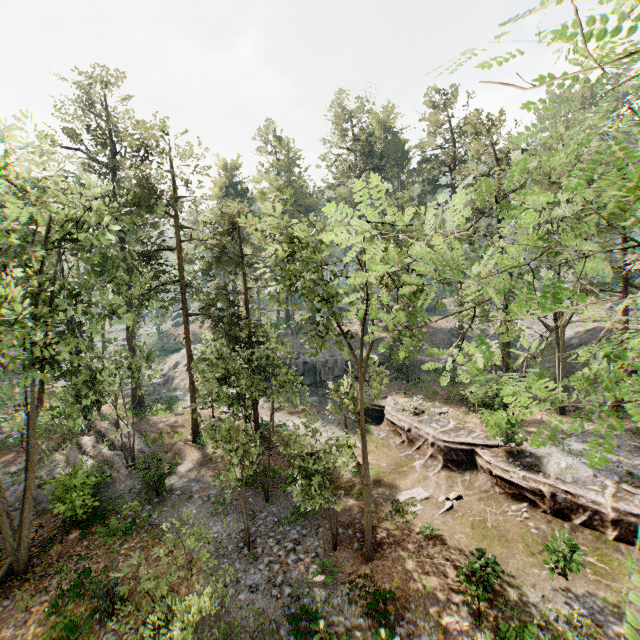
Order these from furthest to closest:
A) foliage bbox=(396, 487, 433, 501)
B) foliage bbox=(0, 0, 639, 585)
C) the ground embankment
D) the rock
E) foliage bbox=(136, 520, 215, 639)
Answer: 1. the rock
2. foliage bbox=(396, 487, 433, 501)
3. the ground embankment
4. foliage bbox=(136, 520, 215, 639)
5. foliage bbox=(0, 0, 639, 585)

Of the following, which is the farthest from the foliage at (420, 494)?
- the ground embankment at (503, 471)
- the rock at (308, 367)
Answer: the rock at (308, 367)

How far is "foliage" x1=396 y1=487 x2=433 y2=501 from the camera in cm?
1766

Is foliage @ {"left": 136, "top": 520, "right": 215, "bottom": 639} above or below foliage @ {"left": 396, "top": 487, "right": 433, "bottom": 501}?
above

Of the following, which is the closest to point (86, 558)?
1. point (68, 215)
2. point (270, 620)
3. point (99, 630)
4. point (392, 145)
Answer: point (99, 630)

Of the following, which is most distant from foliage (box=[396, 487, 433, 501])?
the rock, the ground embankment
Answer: the rock

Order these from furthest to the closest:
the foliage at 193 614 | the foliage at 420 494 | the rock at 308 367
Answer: the rock at 308 367 → the foliage at 420 494 → the foliage at 193 614

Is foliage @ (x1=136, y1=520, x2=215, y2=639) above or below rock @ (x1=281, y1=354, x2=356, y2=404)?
above
